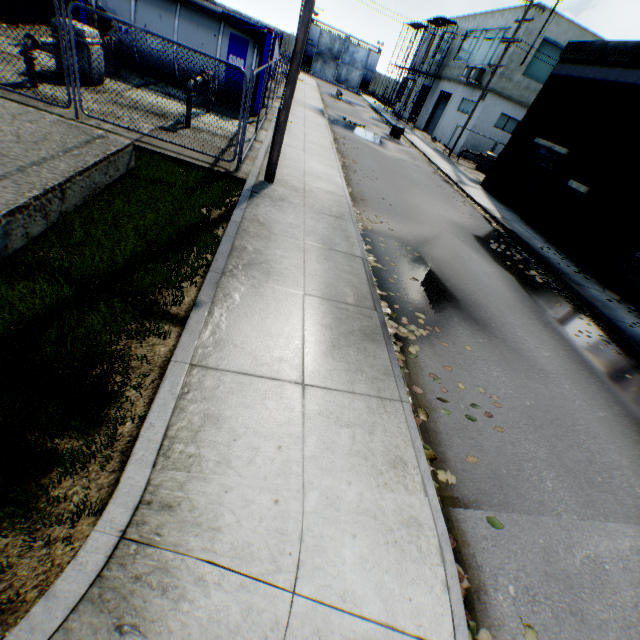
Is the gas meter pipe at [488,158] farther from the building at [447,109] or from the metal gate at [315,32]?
the metal gate at [315,32]

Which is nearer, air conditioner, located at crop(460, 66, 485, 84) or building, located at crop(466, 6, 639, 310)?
building, located at crop(466, 6, 639, 310)

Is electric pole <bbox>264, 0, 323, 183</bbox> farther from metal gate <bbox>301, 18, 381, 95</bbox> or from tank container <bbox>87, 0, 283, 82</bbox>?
metal gate <bbox>301, 18, 381, 95</bbox>

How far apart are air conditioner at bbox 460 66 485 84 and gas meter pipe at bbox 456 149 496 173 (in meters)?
5.77

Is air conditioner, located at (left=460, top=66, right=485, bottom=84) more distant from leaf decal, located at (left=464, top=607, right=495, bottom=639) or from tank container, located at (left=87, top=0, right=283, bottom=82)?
leaf decal, located at (left=464, top=607, right=495, bottom=639)

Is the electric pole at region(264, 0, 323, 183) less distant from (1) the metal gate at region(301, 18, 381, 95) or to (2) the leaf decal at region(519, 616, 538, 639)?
(2) the leaf decal at region(519, 616, 538, 639)

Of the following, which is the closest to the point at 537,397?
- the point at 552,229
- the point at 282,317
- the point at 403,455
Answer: the point at 403,455

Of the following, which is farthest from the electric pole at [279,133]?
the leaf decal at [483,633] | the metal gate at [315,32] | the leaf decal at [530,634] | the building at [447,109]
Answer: the metal gate at [315,32]
